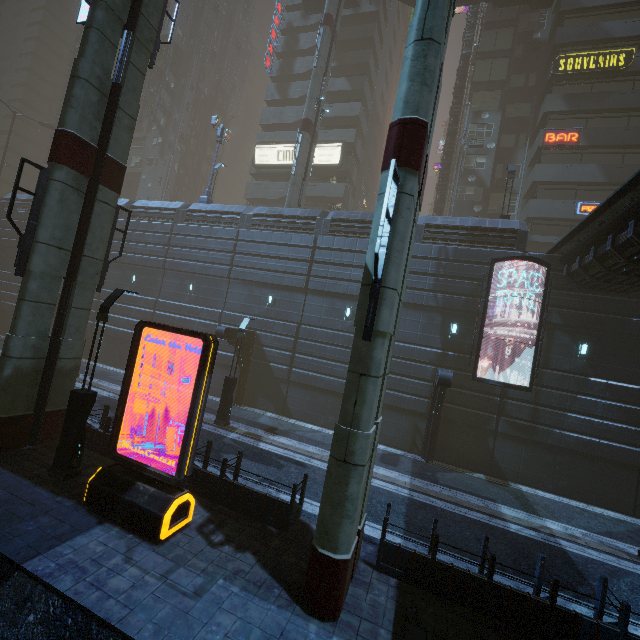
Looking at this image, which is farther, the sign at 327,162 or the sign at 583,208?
the sign at 327,162

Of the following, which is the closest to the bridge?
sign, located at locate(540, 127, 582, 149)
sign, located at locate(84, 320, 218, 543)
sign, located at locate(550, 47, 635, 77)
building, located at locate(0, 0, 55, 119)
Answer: building, located at locate(0, 0, 55, 119)

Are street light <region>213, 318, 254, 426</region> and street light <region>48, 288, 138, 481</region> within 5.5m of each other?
no

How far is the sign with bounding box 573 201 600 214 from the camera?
24.5m

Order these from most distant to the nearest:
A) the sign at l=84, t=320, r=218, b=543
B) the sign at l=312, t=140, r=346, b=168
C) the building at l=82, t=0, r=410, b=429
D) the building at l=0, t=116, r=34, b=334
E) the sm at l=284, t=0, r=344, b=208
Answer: the sign at l=312, t=140, r=346, b=168 → the building at l=0, t=116, r=34, b=334 → the sm at l=284, t=0, r=344, b=208 → the building at l=82, t=0, r=410, b=429 → the sign at l=84, t=320, r=218, b=543

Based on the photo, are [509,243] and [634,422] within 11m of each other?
yes

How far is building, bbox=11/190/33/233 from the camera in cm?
3062

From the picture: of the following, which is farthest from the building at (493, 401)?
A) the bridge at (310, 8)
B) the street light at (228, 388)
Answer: the street light at (228, 388)
